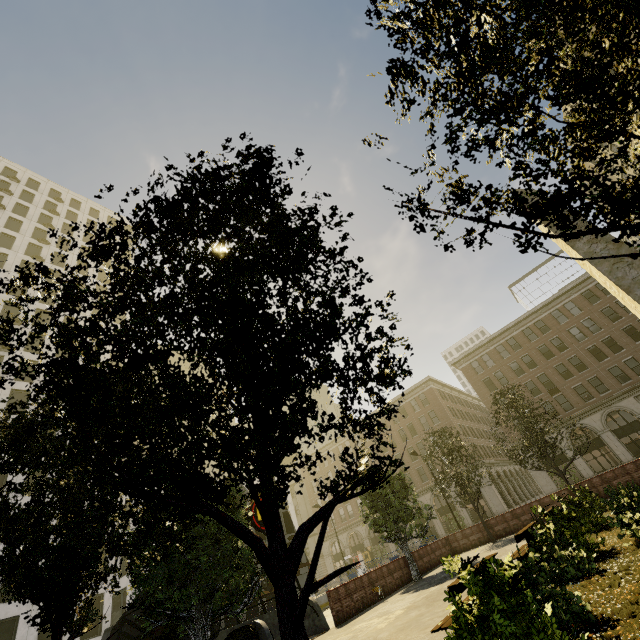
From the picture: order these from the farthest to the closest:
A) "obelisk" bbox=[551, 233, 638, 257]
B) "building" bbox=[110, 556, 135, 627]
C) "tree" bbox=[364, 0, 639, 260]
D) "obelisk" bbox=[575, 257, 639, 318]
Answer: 1. "building" bbox=[110, 556, 135, 627]
2. "obelisk" bbox=[551, 233, 638, 257]
3. "obelisk" bbox=[575, 257, 639, 318]
4. "tree" bbox=[364, 0, 639, 260]

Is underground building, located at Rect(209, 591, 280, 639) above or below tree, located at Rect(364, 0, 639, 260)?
below

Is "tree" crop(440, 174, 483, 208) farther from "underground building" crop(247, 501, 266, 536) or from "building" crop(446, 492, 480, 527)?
"building" crop(446, 492, 480, 527)

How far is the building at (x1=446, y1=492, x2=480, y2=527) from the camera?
40.94m

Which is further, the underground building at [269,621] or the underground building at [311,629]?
the underground building at [311,629]

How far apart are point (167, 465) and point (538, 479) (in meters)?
47.55

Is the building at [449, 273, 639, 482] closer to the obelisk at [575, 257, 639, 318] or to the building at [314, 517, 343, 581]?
the building at [314, 517, 343, 581]

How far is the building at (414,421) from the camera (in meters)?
41.38
